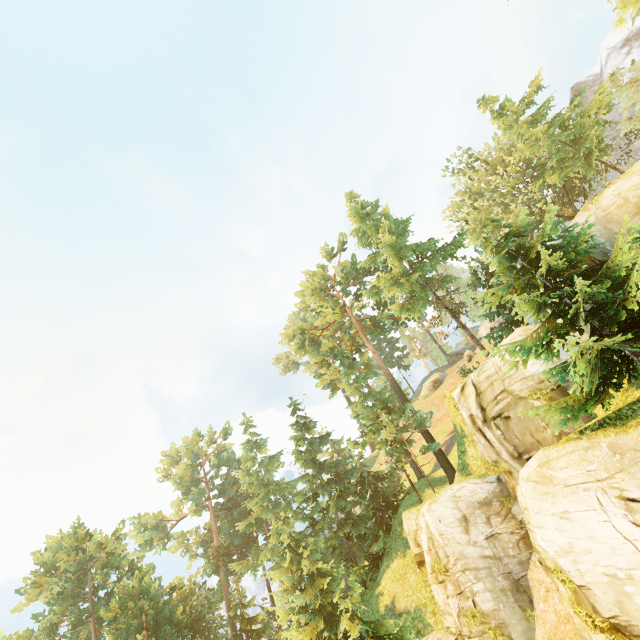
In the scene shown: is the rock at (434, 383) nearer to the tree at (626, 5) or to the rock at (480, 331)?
the rock at (480, 331)

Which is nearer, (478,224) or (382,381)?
(478,224)

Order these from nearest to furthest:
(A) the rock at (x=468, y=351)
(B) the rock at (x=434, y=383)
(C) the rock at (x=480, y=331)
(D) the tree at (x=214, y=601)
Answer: (D) the tree at (x=214, y=601) → (A) the rock at (x=468, y=351) → (B) the rock at (x=434, y=383) → (C) the rock at (x=480, y=331)

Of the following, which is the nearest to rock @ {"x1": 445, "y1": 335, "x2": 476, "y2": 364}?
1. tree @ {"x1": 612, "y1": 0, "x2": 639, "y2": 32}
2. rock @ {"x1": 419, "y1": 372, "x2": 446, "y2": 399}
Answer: rock @ {"x1": 419, "y1": 372, "x2": 446, "y2": 399}

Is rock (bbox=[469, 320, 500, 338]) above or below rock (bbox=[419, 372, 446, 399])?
above

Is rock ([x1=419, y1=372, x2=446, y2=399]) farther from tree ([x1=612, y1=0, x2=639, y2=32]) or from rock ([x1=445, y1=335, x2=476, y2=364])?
tree ([x1=612, y1=0, x2=639, y2=32])
